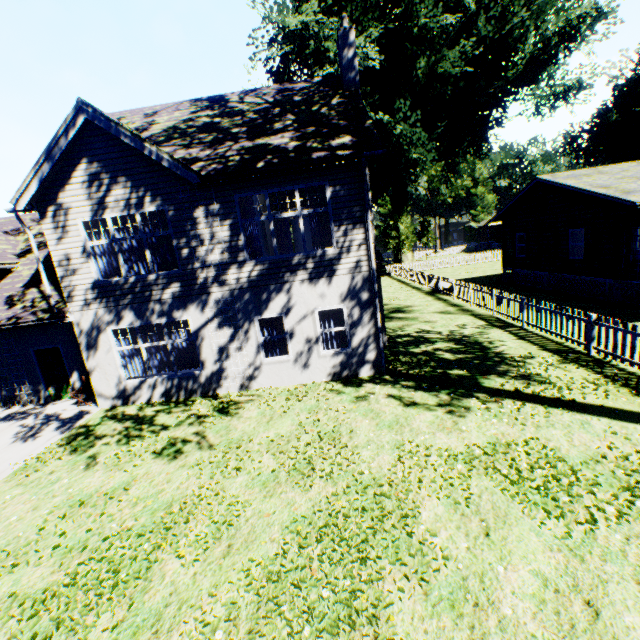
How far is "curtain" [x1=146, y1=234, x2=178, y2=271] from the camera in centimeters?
1037cm

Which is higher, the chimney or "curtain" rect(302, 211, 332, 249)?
the chimney

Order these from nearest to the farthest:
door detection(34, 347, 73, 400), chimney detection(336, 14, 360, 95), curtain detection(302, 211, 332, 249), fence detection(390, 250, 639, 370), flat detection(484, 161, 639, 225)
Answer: fence detection(390, 250, 639, 370), curtain detection(302, 211, 332, 249), chimney detection(336, 14, 360, 95), door detection(34, 347, 73, 400), flat detection(484, 161, 639, 225)

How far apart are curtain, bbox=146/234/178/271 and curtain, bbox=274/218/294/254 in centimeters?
945cm

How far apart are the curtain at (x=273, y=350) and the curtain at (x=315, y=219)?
2.01m

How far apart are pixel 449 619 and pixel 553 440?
4.4 meters

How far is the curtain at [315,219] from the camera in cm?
1020

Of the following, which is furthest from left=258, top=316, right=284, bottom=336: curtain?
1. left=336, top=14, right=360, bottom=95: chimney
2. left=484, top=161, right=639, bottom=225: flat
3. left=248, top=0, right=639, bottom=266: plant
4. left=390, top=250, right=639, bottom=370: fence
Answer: left=248, top=0, right=639, bottom=266: plant
